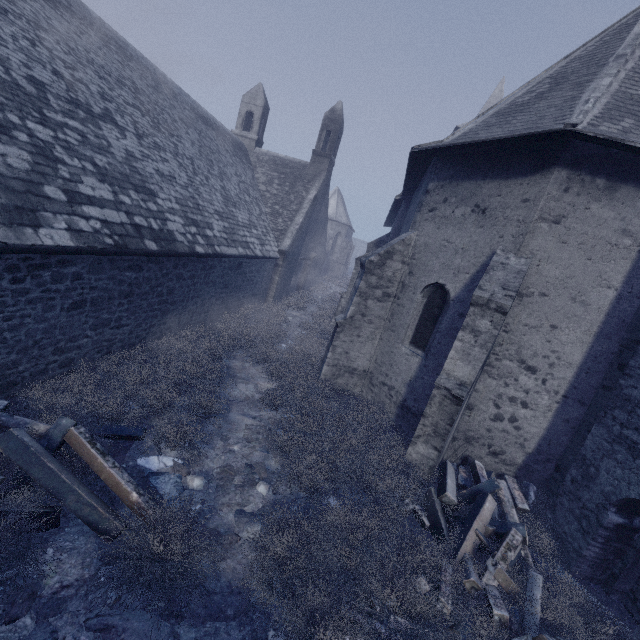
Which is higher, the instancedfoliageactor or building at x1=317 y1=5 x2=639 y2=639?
building at x1=317 y1=5 x2=639 y2=639

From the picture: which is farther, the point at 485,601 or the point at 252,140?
the point at 252,140

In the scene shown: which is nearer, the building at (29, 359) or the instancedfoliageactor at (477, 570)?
the instancedfoliageactor at (477, 570)

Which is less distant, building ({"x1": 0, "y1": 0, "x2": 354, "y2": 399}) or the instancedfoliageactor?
the instancedfoliageactor
